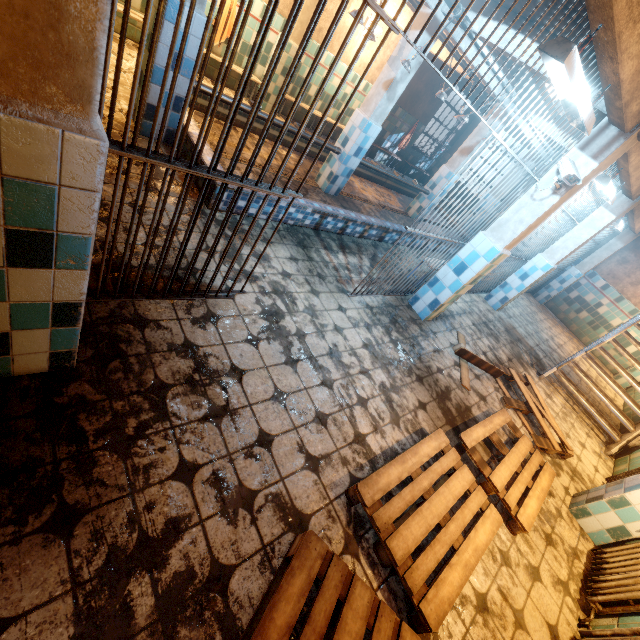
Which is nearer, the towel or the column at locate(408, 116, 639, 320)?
the column at locate(408, 116, 639, 320)

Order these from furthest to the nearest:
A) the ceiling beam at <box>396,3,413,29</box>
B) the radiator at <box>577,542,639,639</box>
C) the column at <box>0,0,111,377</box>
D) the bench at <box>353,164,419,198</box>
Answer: the bench at <box>353,164,419,198</box>, the ceiling beam at <box>396,3,413,29</box>, the radiator at <box>577,542,639,639</box>, the column at <box>0,0,111,377</box>

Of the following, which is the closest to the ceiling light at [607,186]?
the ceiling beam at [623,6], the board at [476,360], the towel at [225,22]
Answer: the ceiling beam at [623,6]

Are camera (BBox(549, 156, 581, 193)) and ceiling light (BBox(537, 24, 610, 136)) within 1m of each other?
yes

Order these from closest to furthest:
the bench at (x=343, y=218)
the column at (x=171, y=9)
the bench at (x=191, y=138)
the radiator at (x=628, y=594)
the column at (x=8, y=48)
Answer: the column at (x=8, y=48) → the radiator at (x=628, y=594) → the column at (x=171, y=9) → the bench at (x=191, y=138) → the bench at (x=343, y=218)

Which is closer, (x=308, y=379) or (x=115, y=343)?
(x=115, y=343)

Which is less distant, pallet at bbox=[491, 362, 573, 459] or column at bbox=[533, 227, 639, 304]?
pallet at bbox=[491, 362, 573, 459]

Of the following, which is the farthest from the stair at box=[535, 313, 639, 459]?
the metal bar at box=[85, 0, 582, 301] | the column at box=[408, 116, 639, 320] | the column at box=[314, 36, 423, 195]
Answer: the column at box=[314, 36, 423, 195]
